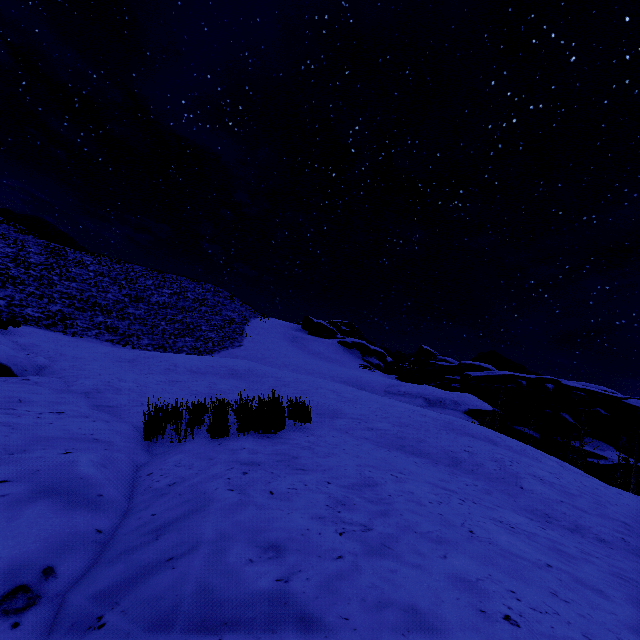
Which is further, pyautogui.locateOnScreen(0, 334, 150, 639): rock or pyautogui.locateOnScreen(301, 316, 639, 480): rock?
pyautogui.locateOnScreen(301, 316, 639, 480): rock

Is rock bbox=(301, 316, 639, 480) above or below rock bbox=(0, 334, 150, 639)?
above

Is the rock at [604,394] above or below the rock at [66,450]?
above

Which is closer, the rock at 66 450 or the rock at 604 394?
the rock at 66 450

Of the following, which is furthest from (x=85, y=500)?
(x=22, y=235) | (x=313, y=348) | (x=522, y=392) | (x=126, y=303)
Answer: (x=522, y=392)
